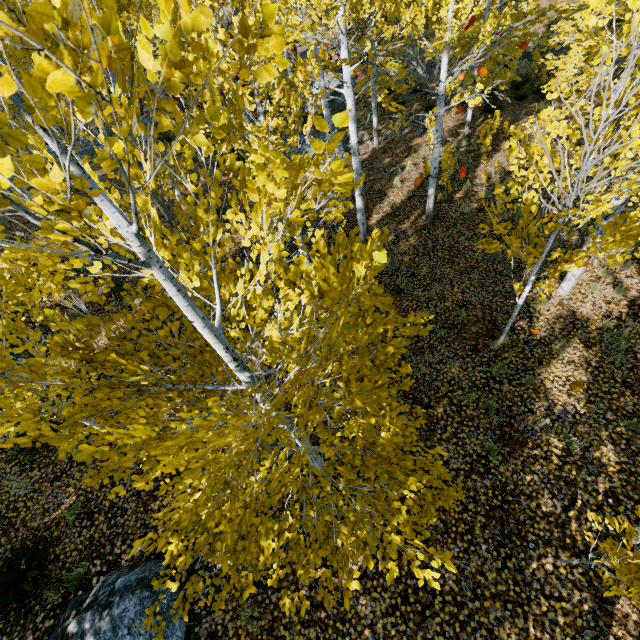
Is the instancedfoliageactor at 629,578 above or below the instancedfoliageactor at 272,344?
below

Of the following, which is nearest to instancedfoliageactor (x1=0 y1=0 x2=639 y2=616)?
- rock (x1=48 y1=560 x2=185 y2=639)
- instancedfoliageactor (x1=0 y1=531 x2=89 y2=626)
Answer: instancedfoliageactor (x1=0 y1=531 x2=89 y2=626)

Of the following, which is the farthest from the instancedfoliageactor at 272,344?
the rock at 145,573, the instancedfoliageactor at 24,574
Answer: the rock at 145,573

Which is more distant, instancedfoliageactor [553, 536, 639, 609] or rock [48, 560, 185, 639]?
rock [48, 560, 185, 639]

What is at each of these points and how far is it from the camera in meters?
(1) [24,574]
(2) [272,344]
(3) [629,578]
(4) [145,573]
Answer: (1) instancedfoliageactor, 5.0
(2) instancedfoliageactor, 1.5
(3) instancedfoliageactor, 3.0
(4) rock, 4.8

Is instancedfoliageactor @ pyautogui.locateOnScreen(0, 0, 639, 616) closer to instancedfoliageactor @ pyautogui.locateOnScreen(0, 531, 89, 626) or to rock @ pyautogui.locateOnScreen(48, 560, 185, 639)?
instancedfoliageactor @ pyautogui.locateOnScreen(0, 531, 89, 626)
